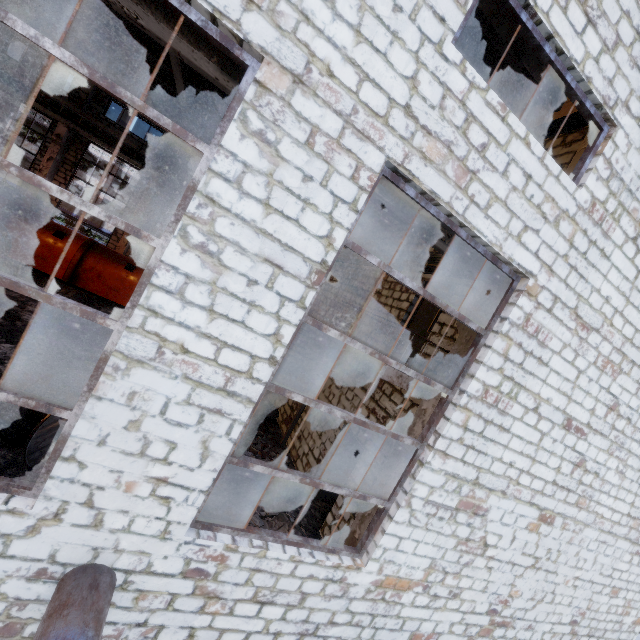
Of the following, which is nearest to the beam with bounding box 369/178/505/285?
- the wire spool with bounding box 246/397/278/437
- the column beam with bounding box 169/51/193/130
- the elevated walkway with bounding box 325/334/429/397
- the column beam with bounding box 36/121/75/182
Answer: the column beam with bounding box 169/51/193/130

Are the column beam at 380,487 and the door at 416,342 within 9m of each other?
yes

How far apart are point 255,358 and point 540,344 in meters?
4.6 m

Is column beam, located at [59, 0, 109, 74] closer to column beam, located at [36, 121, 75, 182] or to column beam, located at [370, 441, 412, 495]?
column beam, located at [36, 121, 75, 182]

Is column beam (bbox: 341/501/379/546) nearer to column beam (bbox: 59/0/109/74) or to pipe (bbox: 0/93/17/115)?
column beam (bbox: 59/0/109/74)

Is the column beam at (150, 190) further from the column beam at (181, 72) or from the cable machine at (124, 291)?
the cable machine at (124, 291)

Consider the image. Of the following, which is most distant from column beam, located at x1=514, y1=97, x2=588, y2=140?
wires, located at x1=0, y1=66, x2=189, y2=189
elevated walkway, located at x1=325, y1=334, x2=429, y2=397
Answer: elevated walkway, located at x1=325, y1=334, x2=429, y2=397

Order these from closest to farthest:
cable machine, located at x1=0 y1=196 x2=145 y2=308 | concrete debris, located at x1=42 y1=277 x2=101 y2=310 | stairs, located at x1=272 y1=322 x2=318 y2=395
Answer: stairs, located at x1=272 y1=322 x2=318 y2=395, concrete debris, located at x1=42 y1=277 x2=101 y2=310, cable machine, located at x1=0 y1=196 x2=145 y2=308
